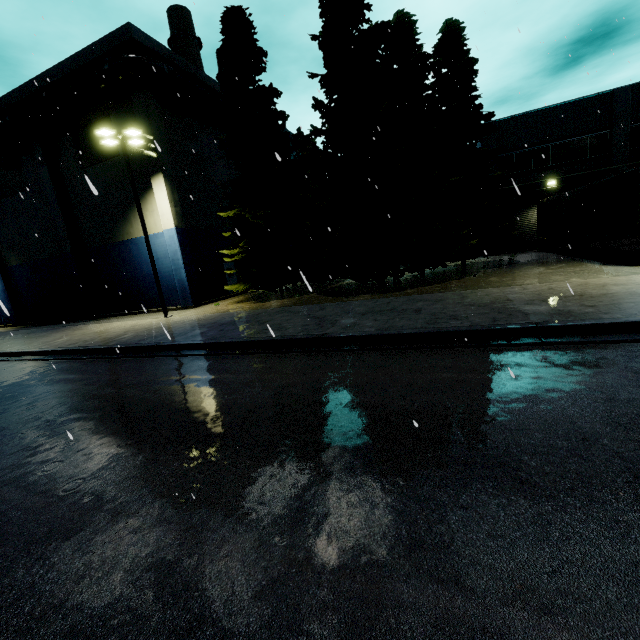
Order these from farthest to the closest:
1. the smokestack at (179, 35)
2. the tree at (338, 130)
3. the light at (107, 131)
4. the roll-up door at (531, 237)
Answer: the smokestack at (179, 35)
the roll-up door at (531, 237)
the light at (107, 131)
the tree at (338, 130)

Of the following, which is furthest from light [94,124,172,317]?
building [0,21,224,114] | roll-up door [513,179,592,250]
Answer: roll-up door [513,179,592,250]

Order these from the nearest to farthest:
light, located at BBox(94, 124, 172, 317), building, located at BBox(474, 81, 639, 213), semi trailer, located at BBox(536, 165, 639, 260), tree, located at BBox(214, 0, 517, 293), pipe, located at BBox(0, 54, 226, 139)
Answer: semi trailer, located at BBox(536, 165, 639, 260) < tree, located at BBox(214, 0, 517, 293) < light, located at BBox(94, 124, 172, 317) < pipe, located at BBox(0, 54, 226, 139) < building, located at BBox(474, 81, 639, 213)

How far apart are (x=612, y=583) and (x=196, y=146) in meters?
27.7

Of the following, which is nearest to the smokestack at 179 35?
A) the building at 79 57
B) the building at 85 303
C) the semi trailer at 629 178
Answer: the building at 79 57

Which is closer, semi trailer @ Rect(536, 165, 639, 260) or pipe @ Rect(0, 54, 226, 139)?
semi trailer @ Rect(536, 165, 639, 260)

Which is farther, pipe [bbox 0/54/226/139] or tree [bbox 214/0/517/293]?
pipe [bbox 0/54/226/139]

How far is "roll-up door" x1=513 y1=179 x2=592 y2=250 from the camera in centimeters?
2439cm
